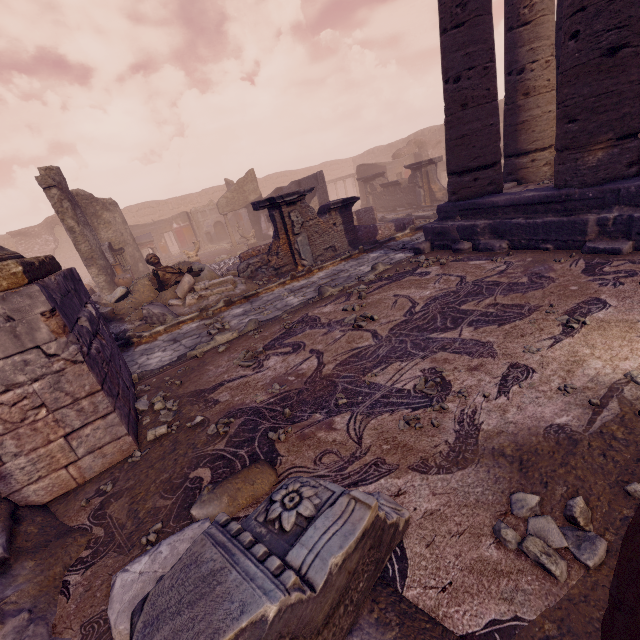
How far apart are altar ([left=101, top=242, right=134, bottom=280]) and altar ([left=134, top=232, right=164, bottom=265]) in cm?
186

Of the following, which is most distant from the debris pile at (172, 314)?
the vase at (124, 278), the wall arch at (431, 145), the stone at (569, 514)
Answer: the wall arch at (431, 145)

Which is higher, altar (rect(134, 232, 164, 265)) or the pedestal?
the pedestal

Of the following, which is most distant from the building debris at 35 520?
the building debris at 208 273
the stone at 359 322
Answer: the building debris at 208 273

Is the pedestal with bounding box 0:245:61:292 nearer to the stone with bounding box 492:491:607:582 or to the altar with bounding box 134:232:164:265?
the stone with bounding box 492:491:607:582

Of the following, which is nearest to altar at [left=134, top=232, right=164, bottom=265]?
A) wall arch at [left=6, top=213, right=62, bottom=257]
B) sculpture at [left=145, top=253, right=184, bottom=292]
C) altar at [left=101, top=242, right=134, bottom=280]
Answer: altar at [left=101, top=242, right=134, bottom=280]

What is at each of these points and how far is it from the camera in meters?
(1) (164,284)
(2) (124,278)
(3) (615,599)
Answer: (1) sculpture, 9.2
(2) vase, 13.4
(3) sculpture, 0.9

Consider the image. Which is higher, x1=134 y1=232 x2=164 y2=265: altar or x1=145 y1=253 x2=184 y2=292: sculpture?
x1=134 y1=232 x2=164 y2=265: altar
